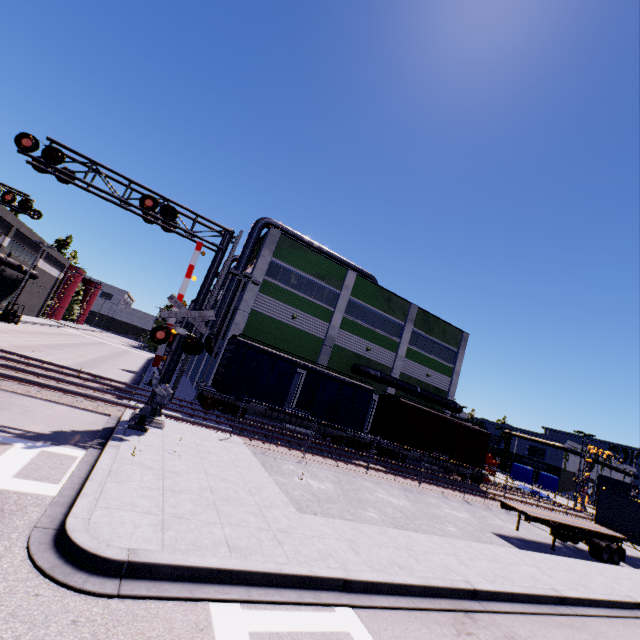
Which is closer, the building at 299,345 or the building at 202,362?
the building at 299,345

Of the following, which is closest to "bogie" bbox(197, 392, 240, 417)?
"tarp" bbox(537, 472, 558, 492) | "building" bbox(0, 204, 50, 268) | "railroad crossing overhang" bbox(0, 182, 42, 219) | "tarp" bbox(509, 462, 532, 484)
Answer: "building" bbox(0, 204, 50, 268)

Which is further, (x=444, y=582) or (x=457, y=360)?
(x=457, y=360)

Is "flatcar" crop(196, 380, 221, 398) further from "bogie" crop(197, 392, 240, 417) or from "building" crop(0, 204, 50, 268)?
"building" crop(0, 204, 50, 268)

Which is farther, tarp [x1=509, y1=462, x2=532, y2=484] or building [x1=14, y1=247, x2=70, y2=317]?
building [x1=14, y1=247, x2=70, y2=317]

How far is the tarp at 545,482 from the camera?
40.4m

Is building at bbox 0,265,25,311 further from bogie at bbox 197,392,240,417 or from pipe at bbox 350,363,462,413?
bogie at bbox 197,392,240,417

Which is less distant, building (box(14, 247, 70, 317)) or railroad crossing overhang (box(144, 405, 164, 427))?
railroad crossing overhang (box(144, 405, 164, 427))
